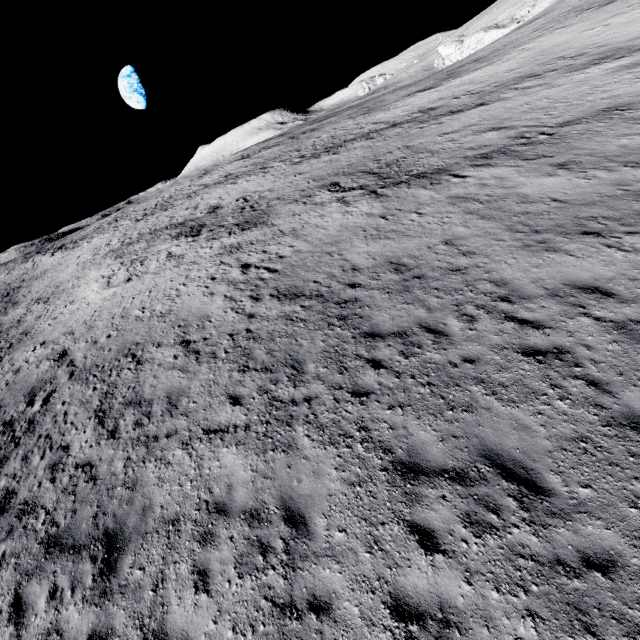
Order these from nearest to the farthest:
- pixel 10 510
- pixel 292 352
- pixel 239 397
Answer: pixel 10 510
pixel 239 397
pixel 292 352
